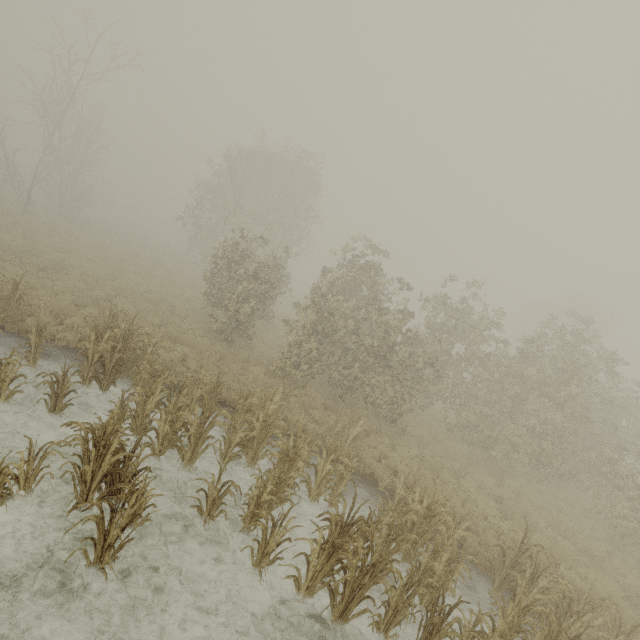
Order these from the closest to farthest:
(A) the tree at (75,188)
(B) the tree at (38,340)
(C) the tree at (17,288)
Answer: (B) the tree at (38,340)
(C) the tree at (17,288)
(A) the tree at (75,188)

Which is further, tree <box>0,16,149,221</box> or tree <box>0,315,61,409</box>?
tree <box>0,16,149,221</box>

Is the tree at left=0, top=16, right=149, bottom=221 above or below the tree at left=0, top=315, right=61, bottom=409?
above

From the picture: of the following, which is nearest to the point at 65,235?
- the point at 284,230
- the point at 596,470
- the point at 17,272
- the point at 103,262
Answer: the point at 103,262

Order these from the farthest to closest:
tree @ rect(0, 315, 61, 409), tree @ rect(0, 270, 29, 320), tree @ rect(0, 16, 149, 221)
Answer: tree @ rect(0, 16, 149, 221) → tree @ rect(0, 270, 29, 320) → tree @ rect(0, 315, 61, 409)

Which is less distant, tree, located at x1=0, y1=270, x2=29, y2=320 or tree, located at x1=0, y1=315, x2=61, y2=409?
tree, located at x1=0, y1=315, x2=61, y2=409

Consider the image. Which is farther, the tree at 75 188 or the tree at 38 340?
the tree at 75 188
